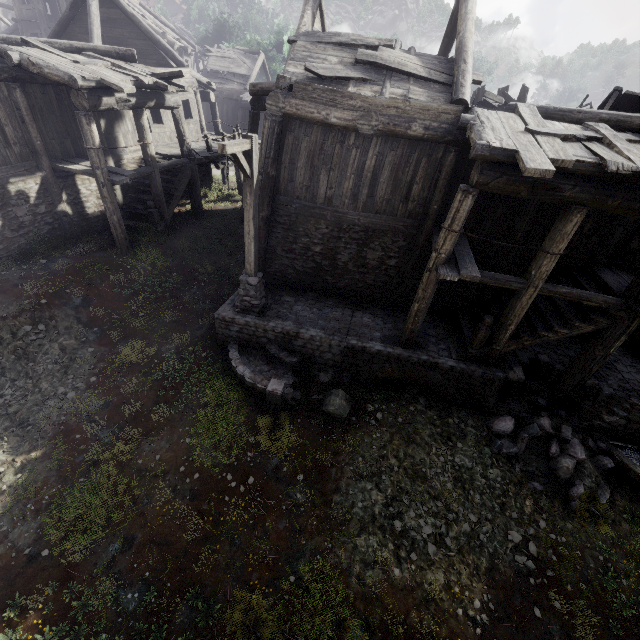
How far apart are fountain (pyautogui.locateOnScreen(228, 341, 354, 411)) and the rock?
0.3m

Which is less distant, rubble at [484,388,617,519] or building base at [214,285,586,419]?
rubble at [484,388,617,519]

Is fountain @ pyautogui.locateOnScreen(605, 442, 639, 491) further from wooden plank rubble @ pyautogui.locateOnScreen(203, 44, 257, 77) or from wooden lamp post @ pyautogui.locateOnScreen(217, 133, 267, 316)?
wooden plank rubble @ pyautogui.locateOnScreen(203, 44, 257, 77)

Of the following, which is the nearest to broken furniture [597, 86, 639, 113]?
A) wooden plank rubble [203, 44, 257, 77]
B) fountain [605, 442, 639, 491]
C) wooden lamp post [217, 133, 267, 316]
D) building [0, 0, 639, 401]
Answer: building [0, 0, 639, 401]

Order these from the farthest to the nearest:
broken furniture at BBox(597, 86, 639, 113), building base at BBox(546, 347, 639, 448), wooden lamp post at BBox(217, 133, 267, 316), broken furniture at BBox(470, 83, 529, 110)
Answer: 1. broken furniture at BBox(470, 83, 529, 110)
2. broken furniture at BBox(597, 86, 639, 113)
3. building base at BBox(546, 347, 639, 448)
4. wooden lamp post at BBox(217, 133, 267, 316)

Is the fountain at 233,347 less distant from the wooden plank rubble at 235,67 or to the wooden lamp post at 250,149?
the wooden lamp post at 250,149

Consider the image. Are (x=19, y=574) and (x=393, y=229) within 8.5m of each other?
no

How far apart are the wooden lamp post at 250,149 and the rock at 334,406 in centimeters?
295cm
